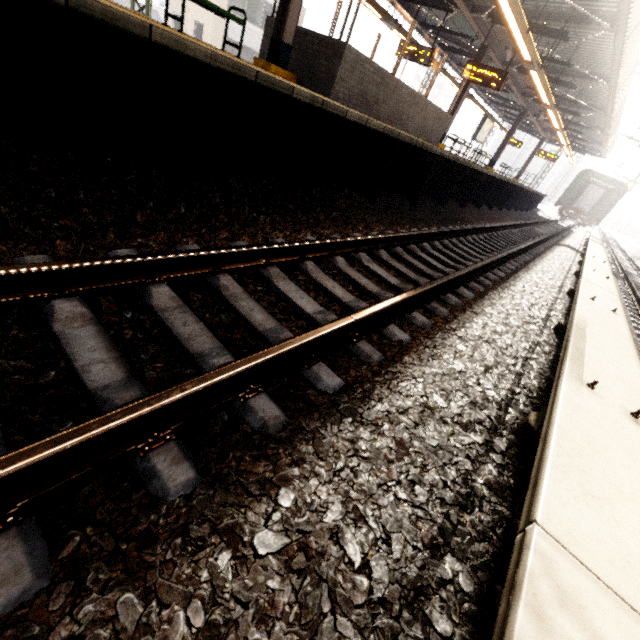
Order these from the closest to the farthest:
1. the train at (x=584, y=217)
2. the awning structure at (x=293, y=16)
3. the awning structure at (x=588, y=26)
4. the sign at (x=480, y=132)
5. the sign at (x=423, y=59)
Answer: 1. the awning structure at (x=293, y=16)
2. the awning structure at (x=588, y=26)
3. the sign at (x=423, y=59)
4. the sign at (x=480, y=132)
5. the train at (x=584, y=217)

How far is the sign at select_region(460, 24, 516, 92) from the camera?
10.48m

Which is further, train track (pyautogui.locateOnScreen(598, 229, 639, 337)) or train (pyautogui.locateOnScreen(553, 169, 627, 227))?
train (pyautogui.locateOnScreen(553, 169, 627, 227))

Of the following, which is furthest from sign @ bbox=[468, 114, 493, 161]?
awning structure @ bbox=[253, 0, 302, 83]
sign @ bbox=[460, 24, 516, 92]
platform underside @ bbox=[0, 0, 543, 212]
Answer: sign @ bbox=[460, 24, 516, 92]

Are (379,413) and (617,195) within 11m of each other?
A: no

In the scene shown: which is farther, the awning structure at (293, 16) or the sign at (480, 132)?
the sign at (480, 132)

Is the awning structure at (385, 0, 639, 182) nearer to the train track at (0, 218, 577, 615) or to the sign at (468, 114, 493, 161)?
the sign at (468, 114, 493, 161)

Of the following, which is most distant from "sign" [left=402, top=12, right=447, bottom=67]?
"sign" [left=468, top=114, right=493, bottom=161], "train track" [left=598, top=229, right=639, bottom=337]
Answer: "train track" [left=598, top=229, right=639, bottom=337]
